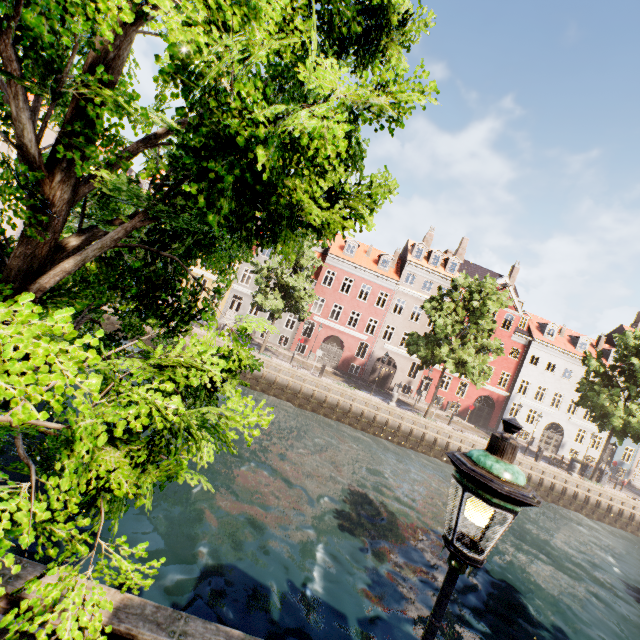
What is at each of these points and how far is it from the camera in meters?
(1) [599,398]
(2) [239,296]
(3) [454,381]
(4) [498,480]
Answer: (1) tree, 25.4
(2) building, 38.3
(3) building, 34.9
(4) street light, 1.8

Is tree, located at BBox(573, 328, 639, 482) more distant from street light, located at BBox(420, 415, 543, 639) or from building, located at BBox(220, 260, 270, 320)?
building, located at BBox(220, 260, 270, 320)

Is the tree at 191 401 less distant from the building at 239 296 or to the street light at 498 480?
the street light at 498 480

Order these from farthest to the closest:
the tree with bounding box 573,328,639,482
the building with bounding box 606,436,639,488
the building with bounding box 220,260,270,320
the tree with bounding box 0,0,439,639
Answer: the building with bounding box 606,436,639,488
the building with bounding box 220,260,270,320
the tree with bounding box 573,328,639,482
the tree with bounding box 0,0,439,639

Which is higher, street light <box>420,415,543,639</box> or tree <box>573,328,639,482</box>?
tree <box>573,328,639,482</box>

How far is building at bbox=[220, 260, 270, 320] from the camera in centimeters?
3316cm

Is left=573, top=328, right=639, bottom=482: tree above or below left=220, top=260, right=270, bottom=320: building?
above
